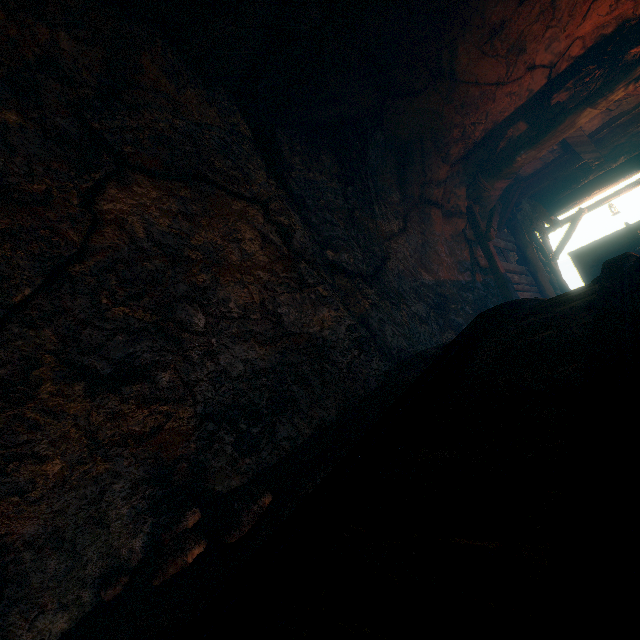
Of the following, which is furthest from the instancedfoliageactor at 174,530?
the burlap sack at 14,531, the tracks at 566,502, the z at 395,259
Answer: the z at 395,259

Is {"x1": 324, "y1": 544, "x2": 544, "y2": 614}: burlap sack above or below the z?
below

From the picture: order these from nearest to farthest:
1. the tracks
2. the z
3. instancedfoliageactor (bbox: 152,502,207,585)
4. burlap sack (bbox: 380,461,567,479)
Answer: the tracks, burlap sack (bbox: 380,461,567,479), instancedfoliageactor (bbox: 152,502,207,585), the z

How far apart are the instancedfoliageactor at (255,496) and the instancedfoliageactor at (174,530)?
0.11m

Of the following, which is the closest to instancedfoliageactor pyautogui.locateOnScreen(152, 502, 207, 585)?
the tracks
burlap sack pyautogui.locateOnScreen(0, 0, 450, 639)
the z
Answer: burlap sack pyautogui.locateOnScreen(0, 0, 450, 639)

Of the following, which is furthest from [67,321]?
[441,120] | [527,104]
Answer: [527,104]

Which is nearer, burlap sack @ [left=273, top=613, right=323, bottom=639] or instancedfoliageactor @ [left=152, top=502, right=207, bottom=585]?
burlap sack @ [left=273, top=613, right=323, bottom=639]

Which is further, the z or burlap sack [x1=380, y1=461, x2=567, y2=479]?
the z
